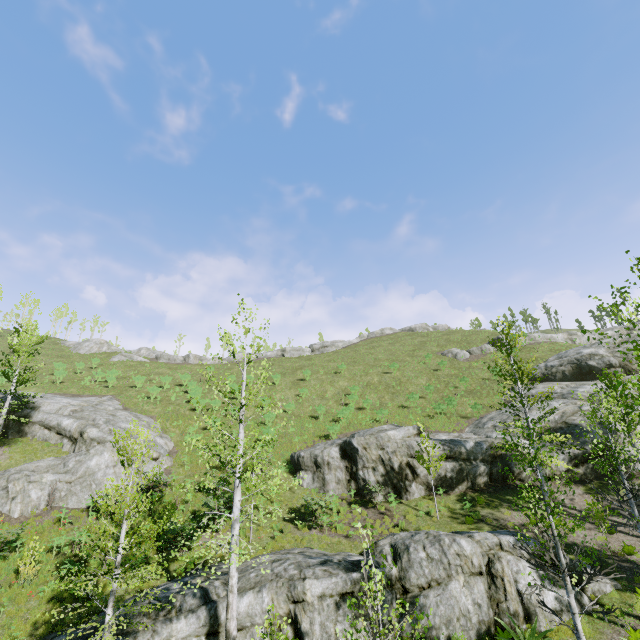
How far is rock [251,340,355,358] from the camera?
55.0m

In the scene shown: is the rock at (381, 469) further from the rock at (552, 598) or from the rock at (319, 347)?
the rock at (319, 347)

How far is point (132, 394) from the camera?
35.0m

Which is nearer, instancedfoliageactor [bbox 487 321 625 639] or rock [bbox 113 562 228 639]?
instancedfoliageactor [bbox 487 321 625 639]

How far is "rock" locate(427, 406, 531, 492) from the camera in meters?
20.2

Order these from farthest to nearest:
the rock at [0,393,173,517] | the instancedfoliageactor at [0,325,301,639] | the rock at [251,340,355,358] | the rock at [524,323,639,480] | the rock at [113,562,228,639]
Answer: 1. the rock at [251,340,355,358]
2. the rock at [524,323,639,480]
3. the rock at [0,393,173,517]
4. the rock at [113,562,228,639]
5. the instancedfoliageactor at [0,325,301,639]

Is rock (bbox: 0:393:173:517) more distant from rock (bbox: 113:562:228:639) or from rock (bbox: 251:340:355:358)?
rock (bbox: 251:340:355:358)

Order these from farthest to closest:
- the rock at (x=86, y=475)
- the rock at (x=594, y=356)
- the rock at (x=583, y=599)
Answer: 1. the rock at (x=594, y=356)
2. the rock at (x=86, y=475)
3. the rock at (x=583, y=599)
